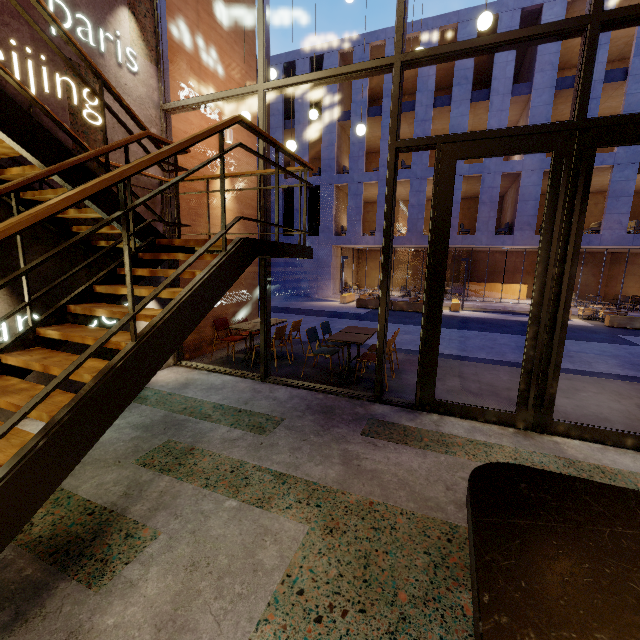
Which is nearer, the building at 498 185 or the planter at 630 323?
the planter at 630 323

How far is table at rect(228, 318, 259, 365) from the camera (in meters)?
6.16

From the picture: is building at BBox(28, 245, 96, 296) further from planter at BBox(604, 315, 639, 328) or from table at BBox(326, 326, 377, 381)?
planter at BBox(604, 315, 639, 328)

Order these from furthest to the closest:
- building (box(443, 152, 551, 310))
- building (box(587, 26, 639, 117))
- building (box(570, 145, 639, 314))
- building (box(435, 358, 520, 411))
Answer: building (box(443, 152, 551, 310)) → building (box(570, 145, 639, 314)) → building (box(587, 26, 639, 117)) → building (box(435, 358, 520, 411))

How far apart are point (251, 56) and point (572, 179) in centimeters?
765cm

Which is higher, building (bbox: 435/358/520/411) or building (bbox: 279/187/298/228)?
building (bbox: 279/187/298/228)

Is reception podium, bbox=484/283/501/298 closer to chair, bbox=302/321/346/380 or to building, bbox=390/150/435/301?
building, bbox=390/150/435/301

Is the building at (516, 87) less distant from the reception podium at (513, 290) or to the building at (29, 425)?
the reception podium at (513, 290)
